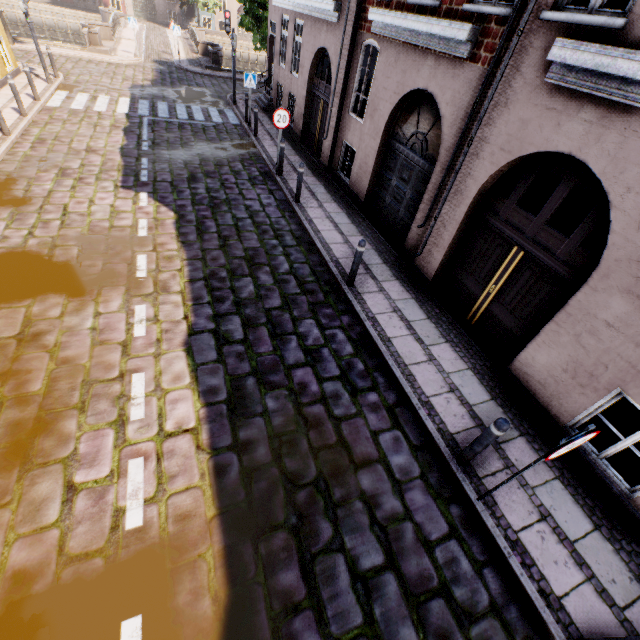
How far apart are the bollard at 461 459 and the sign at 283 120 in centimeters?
991cm

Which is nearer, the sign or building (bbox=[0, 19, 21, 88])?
the sign

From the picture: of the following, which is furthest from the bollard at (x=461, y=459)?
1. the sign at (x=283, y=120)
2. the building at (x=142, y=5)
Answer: the sign at (x=283, y=120)

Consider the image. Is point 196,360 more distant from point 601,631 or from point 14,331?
point 601,631

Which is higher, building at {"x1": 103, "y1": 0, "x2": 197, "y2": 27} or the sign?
the sign

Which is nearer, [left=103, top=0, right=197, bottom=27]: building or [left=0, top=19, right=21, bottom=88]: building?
[left=0, top=19, right=21, bottom=88]: building

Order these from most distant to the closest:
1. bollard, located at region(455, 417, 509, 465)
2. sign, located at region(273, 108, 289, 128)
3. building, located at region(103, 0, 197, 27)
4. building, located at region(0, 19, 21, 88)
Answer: building, located at region(103, 0, 197, 27) → building, located at region(0, 19, 21, 88) → sign, located at region(273, 108, 289, 128) → bollard, located at region(455, 417, 509, 465)
